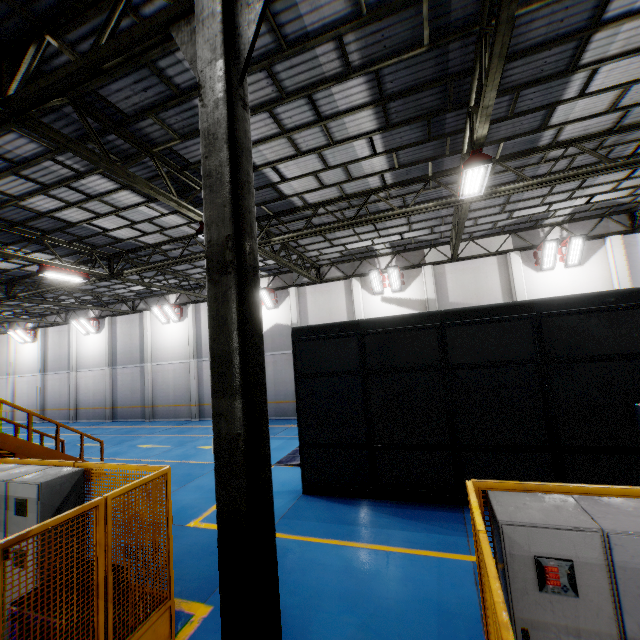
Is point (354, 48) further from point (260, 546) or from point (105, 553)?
point (105, 553)

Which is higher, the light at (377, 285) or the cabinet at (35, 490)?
the light at (377, 285)

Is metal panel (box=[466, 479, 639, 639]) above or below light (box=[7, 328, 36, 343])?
below

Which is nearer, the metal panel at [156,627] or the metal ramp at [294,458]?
the metal panel at [156,627]

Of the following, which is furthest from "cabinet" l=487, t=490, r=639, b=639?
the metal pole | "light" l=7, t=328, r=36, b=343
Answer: "light" l=7, t=328, r=36, b=343

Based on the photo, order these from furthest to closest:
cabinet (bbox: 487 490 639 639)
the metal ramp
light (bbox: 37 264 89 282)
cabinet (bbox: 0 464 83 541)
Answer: light (bbox: 37 264 89 282) → the metal ramp → cabinet (bbox: 0 464 83 541) → cabinet (bbox: 487 490 639 639)

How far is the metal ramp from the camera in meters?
11.0 m

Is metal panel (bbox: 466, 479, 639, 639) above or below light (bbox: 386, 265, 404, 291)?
below
